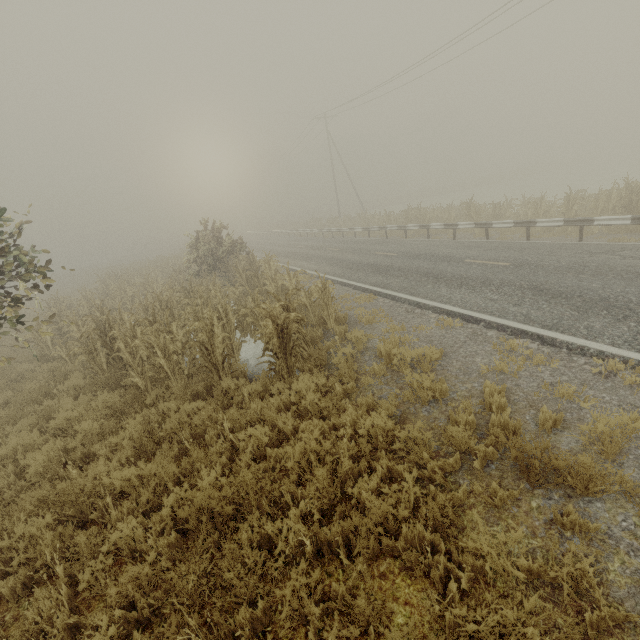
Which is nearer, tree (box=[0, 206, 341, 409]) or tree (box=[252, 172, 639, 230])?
tree (box=[0, 206, 341, 409])

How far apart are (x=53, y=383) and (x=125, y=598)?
7.9 meters

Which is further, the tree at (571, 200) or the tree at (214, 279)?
the tree at (571, 200)
